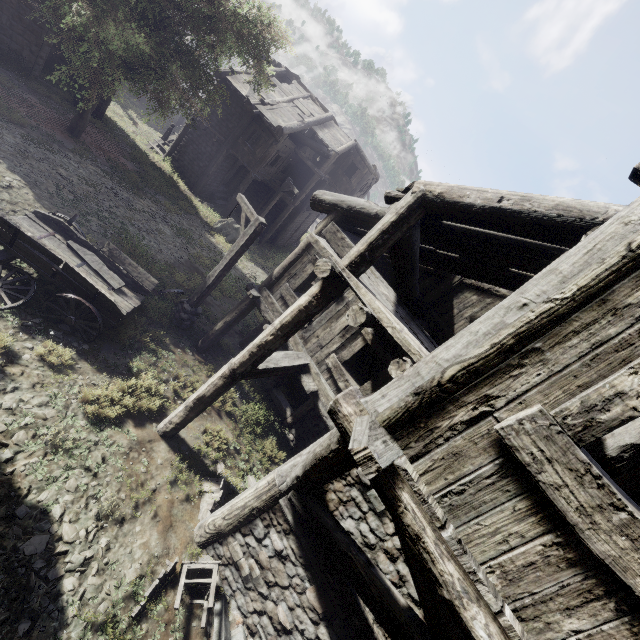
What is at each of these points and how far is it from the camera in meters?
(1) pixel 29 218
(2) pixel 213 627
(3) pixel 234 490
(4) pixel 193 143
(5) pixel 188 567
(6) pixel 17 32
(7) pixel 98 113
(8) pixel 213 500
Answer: (1) cart, 7.4 m
(2) rubble, 5.2 m
(3) rubble, 7.3 m
(4) building, 20.3 m
(5) broken furniture, 5.2 m
(6) building, 14.6 m
(7) building, 18.0 m
(8) broken furniture, 6.4 m

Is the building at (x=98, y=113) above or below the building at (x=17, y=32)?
below

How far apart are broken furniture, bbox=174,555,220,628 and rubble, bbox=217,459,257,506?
1.2m

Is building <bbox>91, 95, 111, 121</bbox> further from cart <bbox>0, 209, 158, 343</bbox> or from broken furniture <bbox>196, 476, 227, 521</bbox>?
cart <bbox>0, 209, 158, 343</bbox>

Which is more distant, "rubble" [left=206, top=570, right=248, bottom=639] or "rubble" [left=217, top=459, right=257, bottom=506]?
"rubble" [left=217, top=459, right=257, bottom=506]

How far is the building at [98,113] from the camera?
17.7m

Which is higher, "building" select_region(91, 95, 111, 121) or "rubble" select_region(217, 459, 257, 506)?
"rubble" select_region(217, 459, 257, 506)

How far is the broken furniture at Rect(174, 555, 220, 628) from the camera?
4.9 meters
